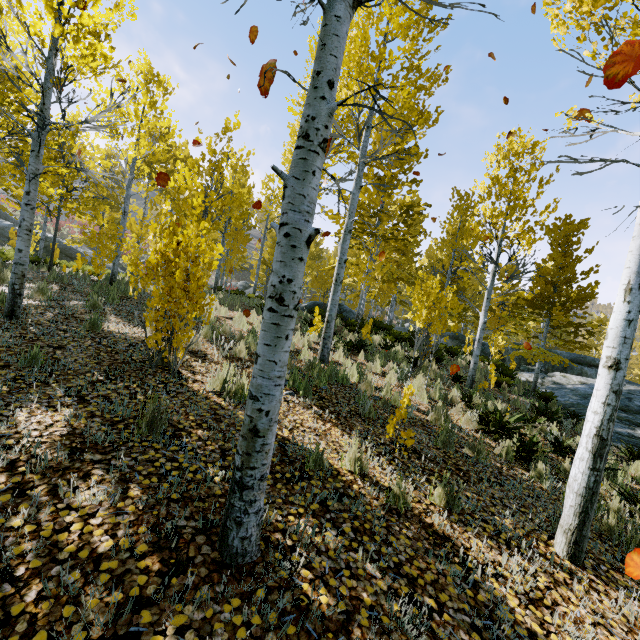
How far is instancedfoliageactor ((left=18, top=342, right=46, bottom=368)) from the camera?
3.8m

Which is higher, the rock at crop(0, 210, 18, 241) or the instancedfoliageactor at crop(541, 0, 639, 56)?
the instancedfoliageactor at crop(541, 0, 639, 56)

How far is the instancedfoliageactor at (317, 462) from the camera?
3.3 meters

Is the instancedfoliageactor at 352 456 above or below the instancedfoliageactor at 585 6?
below

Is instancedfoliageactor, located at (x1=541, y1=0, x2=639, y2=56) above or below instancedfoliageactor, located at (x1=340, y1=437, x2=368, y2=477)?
above

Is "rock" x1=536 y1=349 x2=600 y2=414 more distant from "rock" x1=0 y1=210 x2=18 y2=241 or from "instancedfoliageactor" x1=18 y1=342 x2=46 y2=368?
"rock" x1=0 y1=210 x2=18 y2=241

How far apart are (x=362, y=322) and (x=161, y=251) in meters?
12.9 m
